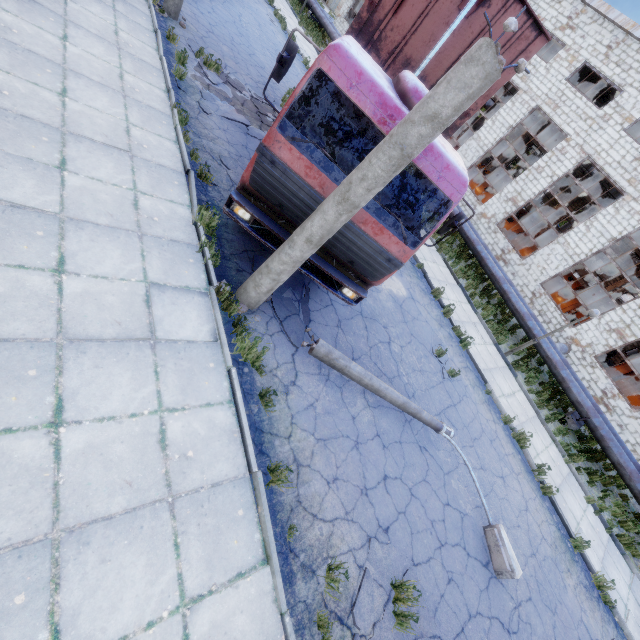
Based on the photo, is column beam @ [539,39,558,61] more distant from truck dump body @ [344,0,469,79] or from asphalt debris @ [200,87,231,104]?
asphalt debris @ [200,87,231,104]

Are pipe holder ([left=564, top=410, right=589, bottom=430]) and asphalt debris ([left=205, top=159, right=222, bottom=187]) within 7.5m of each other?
no

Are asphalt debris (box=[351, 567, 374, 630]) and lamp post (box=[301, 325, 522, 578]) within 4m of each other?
yes

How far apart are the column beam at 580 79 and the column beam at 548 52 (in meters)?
4.02

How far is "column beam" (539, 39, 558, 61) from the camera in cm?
2588

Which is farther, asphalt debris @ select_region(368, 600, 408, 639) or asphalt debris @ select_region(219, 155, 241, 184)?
asphalt debris @ select_region(219, 155, 241, 184)

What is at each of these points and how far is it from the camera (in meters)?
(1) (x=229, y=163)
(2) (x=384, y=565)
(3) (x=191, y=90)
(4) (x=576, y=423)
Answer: (1) asphalt debris, 7.93
(2) asphalt debris, 4.79
(3) asphalt debris, 8.73
(4) pipe holder, 12.86

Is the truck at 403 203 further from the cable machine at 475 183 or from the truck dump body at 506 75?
the cable machine at 475 183
